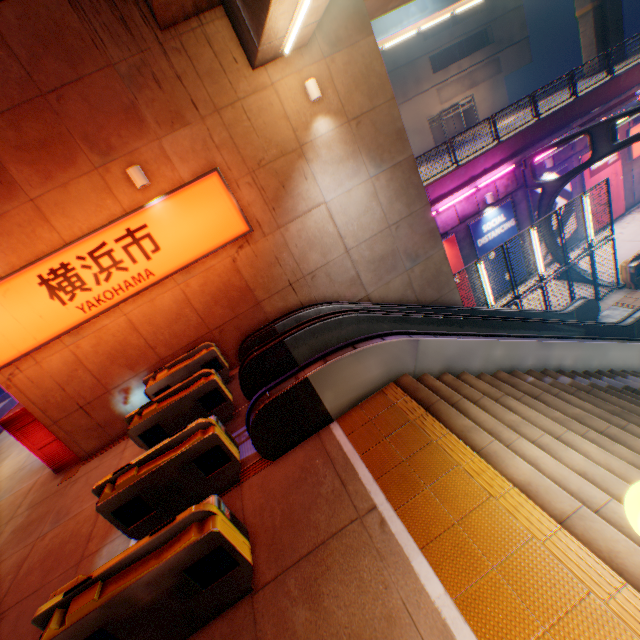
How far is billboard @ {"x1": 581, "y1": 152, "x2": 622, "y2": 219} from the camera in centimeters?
1677cm

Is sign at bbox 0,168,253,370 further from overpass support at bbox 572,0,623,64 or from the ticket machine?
the ticket machine

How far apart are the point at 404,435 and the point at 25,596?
6.8 meters

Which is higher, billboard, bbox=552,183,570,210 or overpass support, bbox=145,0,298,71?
overpass support, bbox=145,0,298,71

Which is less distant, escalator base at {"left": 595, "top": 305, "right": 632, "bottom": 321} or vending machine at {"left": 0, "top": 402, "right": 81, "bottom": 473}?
vending machine at {"left": 0, "top": 402, "right": 81, "bottom": 473}

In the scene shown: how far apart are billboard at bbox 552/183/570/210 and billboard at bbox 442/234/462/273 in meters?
4.5

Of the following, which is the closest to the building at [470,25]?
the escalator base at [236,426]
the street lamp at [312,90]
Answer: the street lamp at [312,90]

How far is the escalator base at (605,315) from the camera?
12.55m
